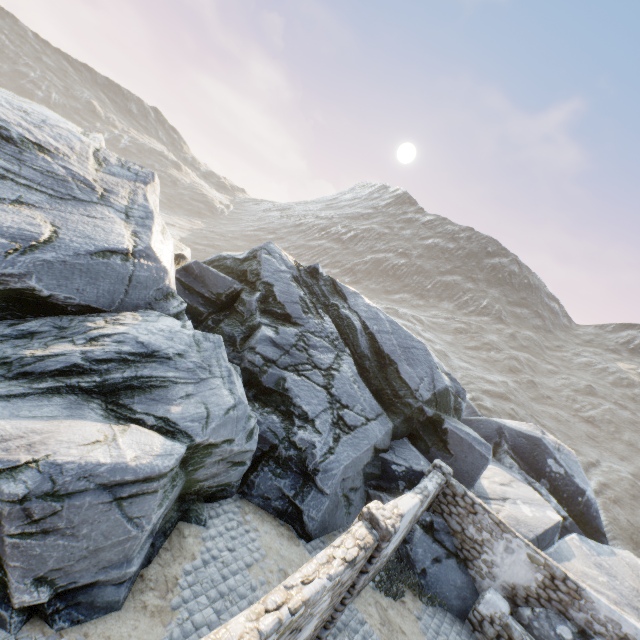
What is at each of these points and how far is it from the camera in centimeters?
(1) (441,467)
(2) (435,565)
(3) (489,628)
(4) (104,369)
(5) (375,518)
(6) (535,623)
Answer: (1) stone column, 1145cm
(2) rock, 1042cm
(3) stone column, 942cm
(4) rock, 748cm
(5) stone column, 648cm
(6) rock, 934cm

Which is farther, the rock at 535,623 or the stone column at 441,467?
the stone column at 441,467

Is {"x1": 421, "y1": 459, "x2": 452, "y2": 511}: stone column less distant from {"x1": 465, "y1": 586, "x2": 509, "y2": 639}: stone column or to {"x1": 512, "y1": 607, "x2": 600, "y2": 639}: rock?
{"x1": 512, "y1": 607, "x2": 600, "y2": 639}: rock

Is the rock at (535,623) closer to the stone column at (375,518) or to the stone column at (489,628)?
the stone column at (489,628)

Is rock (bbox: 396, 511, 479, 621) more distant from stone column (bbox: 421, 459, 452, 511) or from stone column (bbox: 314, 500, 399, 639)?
stone column (bbox: 314, 500, 399, 639)

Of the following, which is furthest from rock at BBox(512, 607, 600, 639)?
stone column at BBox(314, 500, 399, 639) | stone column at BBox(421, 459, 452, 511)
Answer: stone column at BBox(314, 500, 399, 639)

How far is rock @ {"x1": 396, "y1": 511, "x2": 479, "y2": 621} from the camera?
10.1m

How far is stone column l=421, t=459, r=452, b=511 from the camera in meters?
11.3
